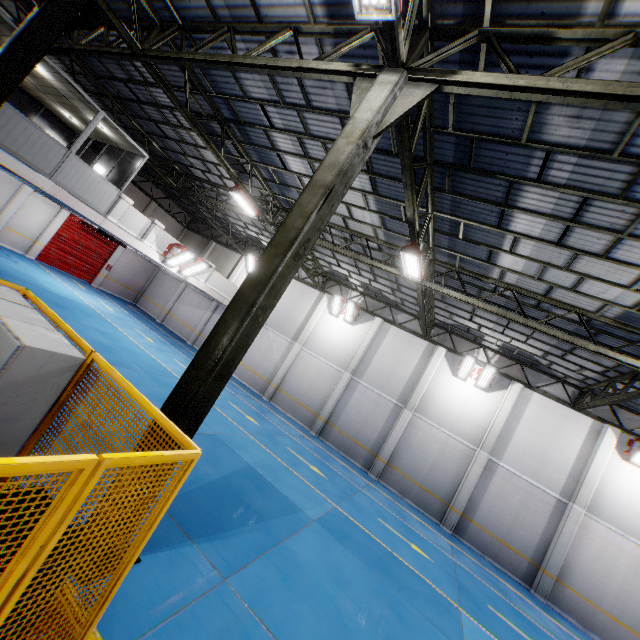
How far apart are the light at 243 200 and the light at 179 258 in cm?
320

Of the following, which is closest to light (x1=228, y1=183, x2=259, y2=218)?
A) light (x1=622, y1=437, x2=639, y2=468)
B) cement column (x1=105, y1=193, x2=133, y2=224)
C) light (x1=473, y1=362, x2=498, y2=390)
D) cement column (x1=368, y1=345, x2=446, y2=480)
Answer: cement column (x1=105, y1=193, x2=133, y2=224)

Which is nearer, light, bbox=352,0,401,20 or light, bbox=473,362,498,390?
light, bbox=352,0,401,20

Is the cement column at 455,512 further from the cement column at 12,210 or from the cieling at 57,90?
the cement column at 12,210

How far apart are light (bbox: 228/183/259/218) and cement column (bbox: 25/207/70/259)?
15.26m

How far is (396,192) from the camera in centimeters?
970cm

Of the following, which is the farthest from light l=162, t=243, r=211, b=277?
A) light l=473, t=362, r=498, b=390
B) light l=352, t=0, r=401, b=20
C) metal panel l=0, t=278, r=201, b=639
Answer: light l=473, t=362, r=498, b=390

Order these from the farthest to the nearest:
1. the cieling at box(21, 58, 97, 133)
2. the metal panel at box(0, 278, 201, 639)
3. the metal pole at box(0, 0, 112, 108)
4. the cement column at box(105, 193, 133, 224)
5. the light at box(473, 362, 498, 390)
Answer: the light at box(473, 362, 498, 390)
the cement column at box(105, 193, 133, 224)
the cieling at box(21, 58, 97, 133)
the metal pole at box(0, 0, 112, 108)
the metal panel at box(0, 278, 201, 639)
